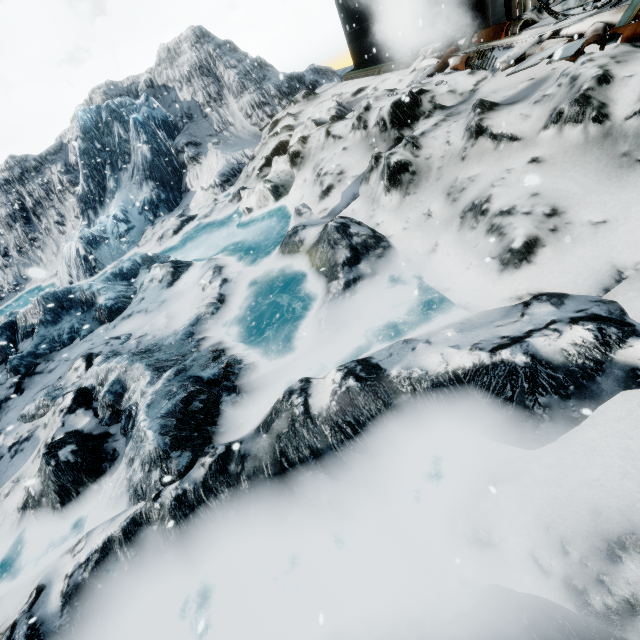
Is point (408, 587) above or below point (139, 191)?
below

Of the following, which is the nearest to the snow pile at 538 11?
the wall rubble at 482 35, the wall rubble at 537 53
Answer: the wall rubble at 482 35

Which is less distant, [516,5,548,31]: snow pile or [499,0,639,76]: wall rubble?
[499,0,639,76]: wall rubble

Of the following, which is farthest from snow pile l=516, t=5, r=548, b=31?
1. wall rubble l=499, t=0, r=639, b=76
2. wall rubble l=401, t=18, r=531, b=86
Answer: wall rubble l=499, t=0, r=639, b=76

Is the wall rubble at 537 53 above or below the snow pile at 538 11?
below

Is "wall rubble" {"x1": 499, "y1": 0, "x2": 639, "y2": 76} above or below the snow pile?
below

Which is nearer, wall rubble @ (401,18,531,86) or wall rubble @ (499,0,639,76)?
wall rubble @ (499,0,639,76)

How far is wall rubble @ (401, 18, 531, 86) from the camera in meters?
6.6 m
